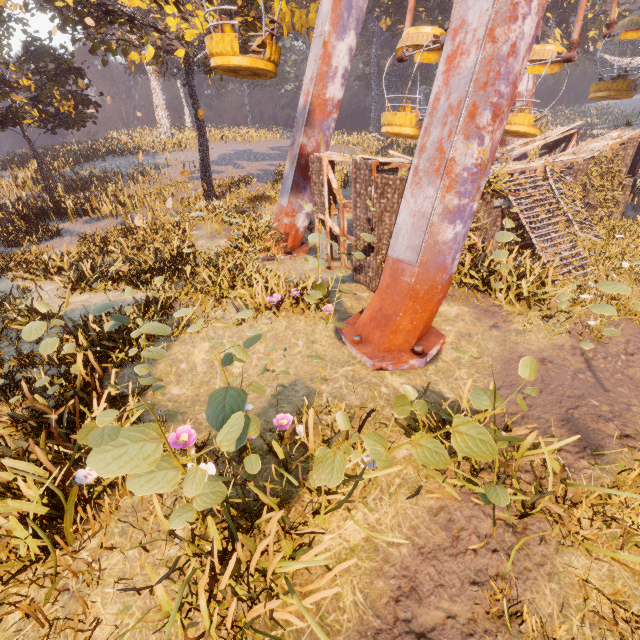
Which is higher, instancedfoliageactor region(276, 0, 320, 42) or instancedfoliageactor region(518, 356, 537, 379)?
instancedfoliageactor region(276, 0, 320, 42)

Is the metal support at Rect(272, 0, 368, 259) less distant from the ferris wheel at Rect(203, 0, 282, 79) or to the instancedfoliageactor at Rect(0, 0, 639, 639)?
the ferris wheel at Rect(203, 0, 282, 79)

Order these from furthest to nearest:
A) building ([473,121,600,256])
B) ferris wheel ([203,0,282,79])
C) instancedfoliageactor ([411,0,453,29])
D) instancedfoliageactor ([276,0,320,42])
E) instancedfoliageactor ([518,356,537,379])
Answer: instancedfoliageactor ([411,0,453,29]) < instancedfoliageactor ([276,0,320,42]) < building ([473,121,600,256]) < ferris wheel ([203,0,282,79]) < instancedfoliageactor ([518,356,537,379])

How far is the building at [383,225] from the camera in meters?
8.8

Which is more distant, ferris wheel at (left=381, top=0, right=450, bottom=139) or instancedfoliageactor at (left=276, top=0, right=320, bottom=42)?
instancedfoliageactor at (left=276, top=0, right=320, bottom=42)

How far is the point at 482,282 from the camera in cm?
963

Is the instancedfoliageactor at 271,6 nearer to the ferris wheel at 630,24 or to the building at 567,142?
the building at 567,142

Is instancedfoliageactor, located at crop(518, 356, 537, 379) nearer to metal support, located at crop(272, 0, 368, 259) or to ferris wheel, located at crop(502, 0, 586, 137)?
metal support, located at crop(272, 0, 368, 259)
